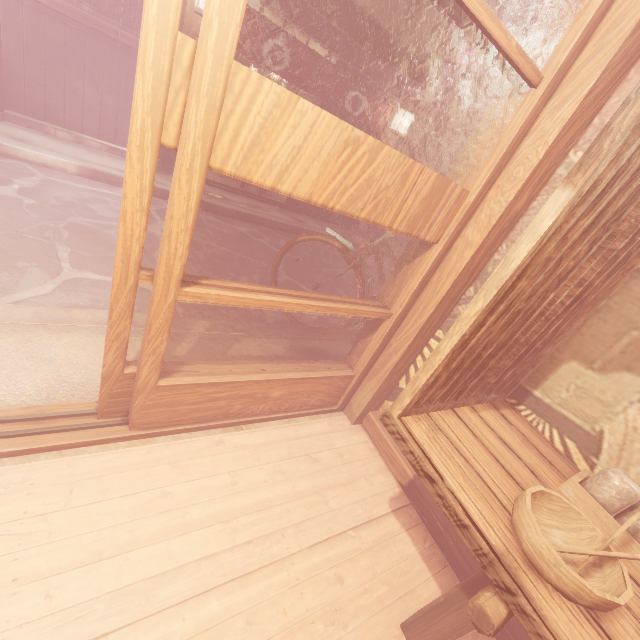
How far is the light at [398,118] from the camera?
11.7m

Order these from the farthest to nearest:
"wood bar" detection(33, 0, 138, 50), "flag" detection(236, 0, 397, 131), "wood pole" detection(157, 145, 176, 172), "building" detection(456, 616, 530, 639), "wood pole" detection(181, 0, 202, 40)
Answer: "wood pole" detection(157, 145, 176, 172) → "flag" detection(236, 0, 397, 131) → "wood pole" detection(181, 0, 202, 40) → "wood bar" detection(33, 0, 138, 50) → "building" detection(456, 616, 530, 639)

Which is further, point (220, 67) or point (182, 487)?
point (182, 487)

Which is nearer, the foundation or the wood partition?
the wood partition

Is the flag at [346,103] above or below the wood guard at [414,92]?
below

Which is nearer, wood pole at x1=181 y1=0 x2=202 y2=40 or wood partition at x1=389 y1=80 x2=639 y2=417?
wood partition at x1=389 y1=80 x2=639 y2=417

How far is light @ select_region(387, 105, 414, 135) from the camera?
11.7m

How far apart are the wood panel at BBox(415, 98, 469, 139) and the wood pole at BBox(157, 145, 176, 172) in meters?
7.5
